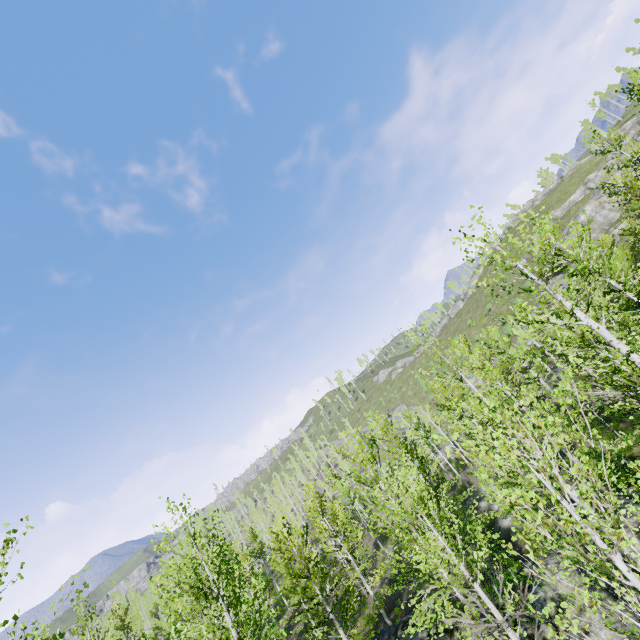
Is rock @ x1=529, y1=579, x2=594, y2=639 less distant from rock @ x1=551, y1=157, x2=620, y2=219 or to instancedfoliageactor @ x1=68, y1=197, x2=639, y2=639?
instancedfoliageactor @ x1=68, y1=197, x2=639, y2=639

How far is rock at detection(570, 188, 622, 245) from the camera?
39.94m

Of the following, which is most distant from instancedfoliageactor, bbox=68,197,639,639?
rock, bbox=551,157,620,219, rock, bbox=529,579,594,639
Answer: rock, bbox=551,157,620,219

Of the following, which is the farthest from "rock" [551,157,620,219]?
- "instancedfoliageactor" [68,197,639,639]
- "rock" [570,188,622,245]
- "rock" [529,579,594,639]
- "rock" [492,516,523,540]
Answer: "rock" [492,516,523,540]

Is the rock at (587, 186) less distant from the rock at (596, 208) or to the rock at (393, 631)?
the rock at (596, 208)

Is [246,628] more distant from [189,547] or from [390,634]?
[390,634]

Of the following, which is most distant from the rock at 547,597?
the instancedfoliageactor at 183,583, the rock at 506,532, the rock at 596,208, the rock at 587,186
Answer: the rock at 587,186

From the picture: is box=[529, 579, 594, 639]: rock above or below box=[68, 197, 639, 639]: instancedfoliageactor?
below
